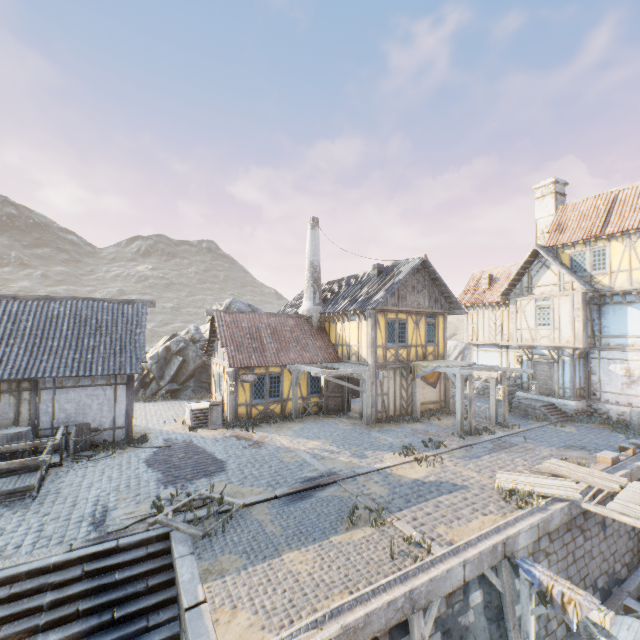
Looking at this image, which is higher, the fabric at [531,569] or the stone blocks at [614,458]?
the stone blocks at [614,458]

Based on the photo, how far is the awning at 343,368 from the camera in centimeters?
1534cm

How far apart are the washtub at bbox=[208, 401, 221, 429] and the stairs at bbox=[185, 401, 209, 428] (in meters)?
0.02

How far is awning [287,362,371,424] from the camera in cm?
1534

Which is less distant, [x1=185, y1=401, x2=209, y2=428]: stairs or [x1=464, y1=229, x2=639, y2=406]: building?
[x1=185, y1=401, x2=209, y2=428]: stairs

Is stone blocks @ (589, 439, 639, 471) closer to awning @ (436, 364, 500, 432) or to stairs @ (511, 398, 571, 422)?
stairs @ (511, 398, 571, 422)

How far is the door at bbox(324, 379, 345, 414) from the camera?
18.20m

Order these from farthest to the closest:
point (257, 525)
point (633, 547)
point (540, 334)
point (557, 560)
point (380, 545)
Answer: point (540, 334) → point (633, 547) → point (557, 560) → point (257, 525) → point (380, 545)
